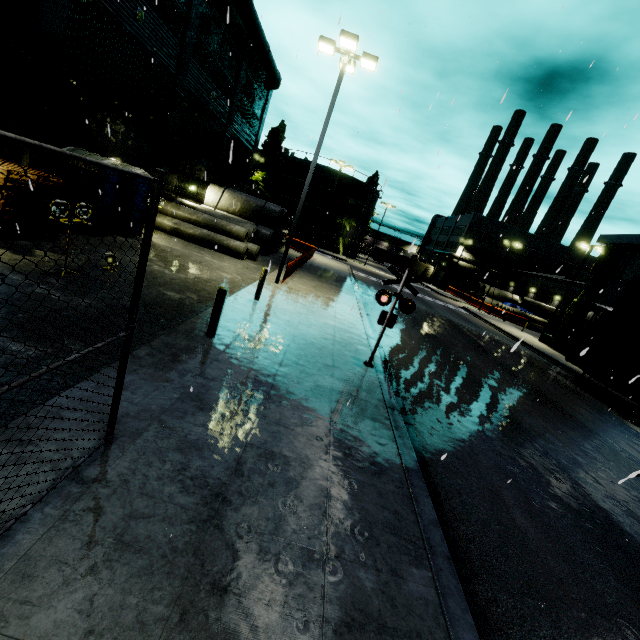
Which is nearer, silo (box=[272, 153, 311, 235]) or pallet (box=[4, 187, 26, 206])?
pallet (box=[4, 187, 26, 206])

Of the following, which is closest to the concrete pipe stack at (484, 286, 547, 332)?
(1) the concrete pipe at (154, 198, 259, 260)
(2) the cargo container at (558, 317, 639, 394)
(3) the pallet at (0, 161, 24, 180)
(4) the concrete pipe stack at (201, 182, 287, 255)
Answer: (4) the concrete pipe stack at (201, 182, 287, 255)

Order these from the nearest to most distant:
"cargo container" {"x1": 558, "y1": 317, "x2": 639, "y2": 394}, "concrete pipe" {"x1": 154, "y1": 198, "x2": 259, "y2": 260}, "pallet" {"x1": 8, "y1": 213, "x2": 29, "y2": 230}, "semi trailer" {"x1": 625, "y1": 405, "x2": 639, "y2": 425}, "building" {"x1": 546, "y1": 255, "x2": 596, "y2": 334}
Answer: "pallet" {"x1": 8, "y1": 213, "x2": 29, "y2": 230} < "semi trailer" {"x1": 625, "y1": 405, "x2": 639, "y2": 425} < "cargo container" {"x1": 558, "y1": 317, "x2": 639, "y2": 394} < "concrete pipe" {"x1": 154, "y1": 198, "x2": 259, "y2": 260} < "building" {"x1": 546, "y1": 255, "x2": 596, "y2": 334}

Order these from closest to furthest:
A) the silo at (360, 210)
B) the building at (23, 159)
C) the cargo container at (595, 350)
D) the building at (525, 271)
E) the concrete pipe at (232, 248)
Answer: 1. the building at (23, 159)
2. the cargo container at (595, 350)
3. the concrete pipe at (232, 248)
4. the building at (525, 271)
5. the silo at (360, 210)

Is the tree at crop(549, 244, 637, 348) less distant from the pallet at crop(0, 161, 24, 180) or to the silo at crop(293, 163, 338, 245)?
the silo at crop(293, 163, 338, 245)

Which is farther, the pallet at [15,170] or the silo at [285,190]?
the silo at [285,190]

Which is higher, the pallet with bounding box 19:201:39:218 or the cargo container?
the cargo container

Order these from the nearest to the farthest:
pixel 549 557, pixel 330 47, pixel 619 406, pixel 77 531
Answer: pixel 77 531 < pixel 549 557 < pixel 330 47 < pixel 619 406
